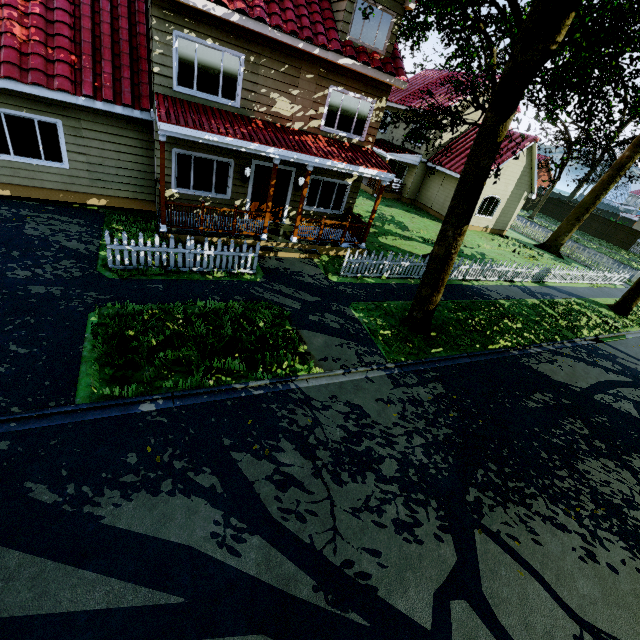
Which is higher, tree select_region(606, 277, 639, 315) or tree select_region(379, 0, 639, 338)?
tree select_region(379, 0, 639, 338)

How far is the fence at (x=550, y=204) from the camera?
43.3 meters

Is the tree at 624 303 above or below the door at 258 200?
below

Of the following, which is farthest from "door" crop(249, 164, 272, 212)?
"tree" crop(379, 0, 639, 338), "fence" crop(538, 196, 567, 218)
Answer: "tree" crop(379, 0, 639, 338)

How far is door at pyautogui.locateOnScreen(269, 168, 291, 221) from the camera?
12.5 meters

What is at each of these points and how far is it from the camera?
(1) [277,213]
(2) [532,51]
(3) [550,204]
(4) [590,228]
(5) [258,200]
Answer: (1) door, 13.4 meters
(2) tree, 6.1 meters
(3) fence, 44.2 meters
(4) fence, 40.4 meters
(5) door, 12.7 meters

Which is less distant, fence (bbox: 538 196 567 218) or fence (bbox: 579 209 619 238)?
fence (bbox: 579 209 619 238)

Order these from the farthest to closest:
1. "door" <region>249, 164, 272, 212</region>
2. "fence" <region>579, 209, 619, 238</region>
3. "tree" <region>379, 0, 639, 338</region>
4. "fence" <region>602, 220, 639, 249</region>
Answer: "fence" <region>579, 209, 619, 238</region>
"fence" <region>602, 220, 639, 249</region>
"door" <region>249, 164, 272, 212</region>
"tree" <region>379, 0, 639, 338</region>
